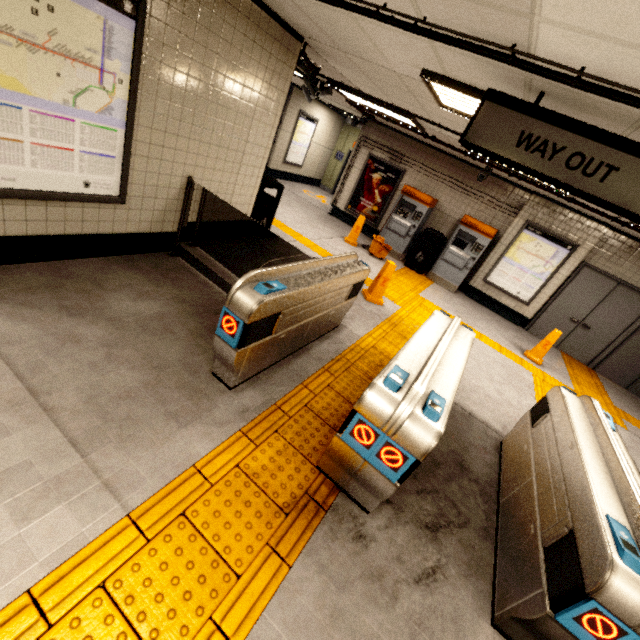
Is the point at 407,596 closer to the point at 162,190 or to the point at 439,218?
the point at 162,190

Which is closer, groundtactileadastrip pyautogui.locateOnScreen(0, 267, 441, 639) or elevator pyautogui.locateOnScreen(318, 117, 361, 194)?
groundtactileadastrip pyautogui.locateOnScreen(0, 267, 441, 639)

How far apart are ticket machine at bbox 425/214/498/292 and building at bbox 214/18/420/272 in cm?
524

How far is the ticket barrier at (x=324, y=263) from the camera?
2.4 meters

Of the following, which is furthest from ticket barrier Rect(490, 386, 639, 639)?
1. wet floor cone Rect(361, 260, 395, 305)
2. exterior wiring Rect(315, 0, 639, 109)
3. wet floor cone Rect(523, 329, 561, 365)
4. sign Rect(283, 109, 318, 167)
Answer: sign Rect(283, 109, 318, 167)

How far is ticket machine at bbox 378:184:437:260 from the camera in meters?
8.6 m

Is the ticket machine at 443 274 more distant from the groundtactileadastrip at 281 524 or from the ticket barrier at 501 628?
the ticket barrier at 501 628

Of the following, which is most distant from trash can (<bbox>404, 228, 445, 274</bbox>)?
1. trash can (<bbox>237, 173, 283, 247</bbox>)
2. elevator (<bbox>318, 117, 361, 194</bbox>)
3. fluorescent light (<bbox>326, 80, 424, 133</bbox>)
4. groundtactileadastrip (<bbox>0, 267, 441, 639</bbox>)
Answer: elevator (<bbox>318, 117, 361, 194</bbox>)
